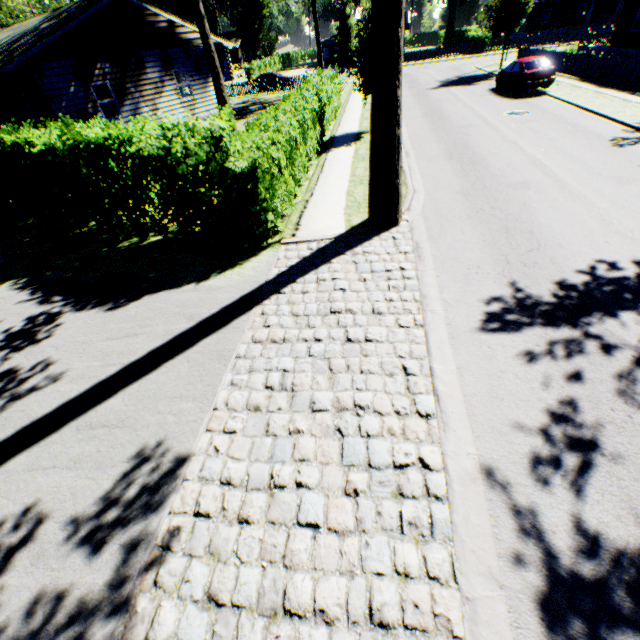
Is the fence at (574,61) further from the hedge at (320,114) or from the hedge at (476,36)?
the hedge at (476,36)

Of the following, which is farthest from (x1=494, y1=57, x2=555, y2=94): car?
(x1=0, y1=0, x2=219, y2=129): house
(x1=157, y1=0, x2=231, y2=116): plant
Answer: (x1=0, y1=0, x2=219, y2=129): house

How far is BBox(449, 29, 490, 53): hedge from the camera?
42.3 meters

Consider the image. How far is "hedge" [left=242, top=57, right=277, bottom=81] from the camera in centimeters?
4775cm

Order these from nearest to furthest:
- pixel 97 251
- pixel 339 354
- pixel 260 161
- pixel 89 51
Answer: pixel 339 354
pixel 260 161
pixel 97 251
pixel 89 51

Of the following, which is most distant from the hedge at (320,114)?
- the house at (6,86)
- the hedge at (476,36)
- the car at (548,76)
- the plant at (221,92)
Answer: the hedge at (476,36)

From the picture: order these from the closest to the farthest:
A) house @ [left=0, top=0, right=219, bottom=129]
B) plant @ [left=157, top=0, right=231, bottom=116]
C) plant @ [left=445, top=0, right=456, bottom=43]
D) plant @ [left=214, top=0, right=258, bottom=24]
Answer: house @ [left=0, top=0, right=219, bottom=129]
plant @ [left=157, top=0, right=231, bottom=116]
plant @ [left=214, top=0, right=258, bottom=24]
plant @ [left=445, top=0, right=456, bottom=43]

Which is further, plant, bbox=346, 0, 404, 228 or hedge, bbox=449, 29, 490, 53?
hedge, bbox=449, 29, 490, 53
